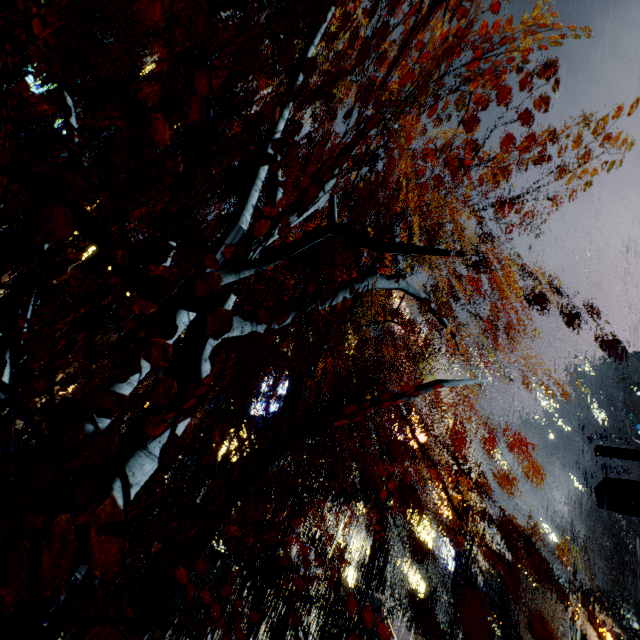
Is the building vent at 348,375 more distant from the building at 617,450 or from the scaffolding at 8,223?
the scaffolding at 8,223

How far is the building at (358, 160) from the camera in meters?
20.4 m

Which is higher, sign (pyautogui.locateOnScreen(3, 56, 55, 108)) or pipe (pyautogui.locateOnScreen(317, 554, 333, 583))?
sign (pyautogui.locateOnScreen(3, 56, 55, 108))

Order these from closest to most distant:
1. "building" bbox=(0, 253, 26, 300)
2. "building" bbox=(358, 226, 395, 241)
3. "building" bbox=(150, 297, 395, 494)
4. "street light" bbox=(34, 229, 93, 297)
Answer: "street light" bbox=(34, 229, 93, 297), "building" bbox=(0, 253, 26, 300), "building" bbox=(150, 297, 395, 494), "building" bbox=(358, 226, 395, 241)

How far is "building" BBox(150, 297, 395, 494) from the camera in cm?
2591

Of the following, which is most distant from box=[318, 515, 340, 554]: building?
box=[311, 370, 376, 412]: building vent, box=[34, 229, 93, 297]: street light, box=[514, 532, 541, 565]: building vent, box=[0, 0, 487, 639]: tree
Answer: box=[0, 0, 487, 639]: tree

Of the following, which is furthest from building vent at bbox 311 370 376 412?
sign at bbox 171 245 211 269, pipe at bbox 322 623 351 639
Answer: sign at bbox 171 245 211 269

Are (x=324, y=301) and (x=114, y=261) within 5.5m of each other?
yes
